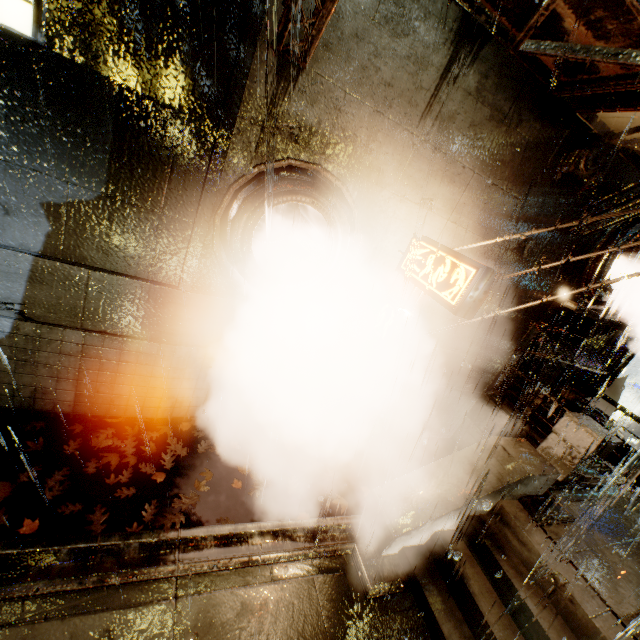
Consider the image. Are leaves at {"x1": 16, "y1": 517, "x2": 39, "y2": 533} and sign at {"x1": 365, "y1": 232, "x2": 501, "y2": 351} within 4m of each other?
no

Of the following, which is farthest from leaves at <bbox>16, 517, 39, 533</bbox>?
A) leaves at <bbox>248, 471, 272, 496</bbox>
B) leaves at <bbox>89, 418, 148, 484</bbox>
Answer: leaves at <bbox>248, 471, 272, 496</bbox>

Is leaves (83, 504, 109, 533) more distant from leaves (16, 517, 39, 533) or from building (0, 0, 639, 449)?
building (0, 0, 639, 449)

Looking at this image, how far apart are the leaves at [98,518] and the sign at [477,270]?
5.3 meters

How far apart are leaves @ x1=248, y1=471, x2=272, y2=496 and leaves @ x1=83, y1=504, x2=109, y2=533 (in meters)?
2.29

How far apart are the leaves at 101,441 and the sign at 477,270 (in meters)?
4.35

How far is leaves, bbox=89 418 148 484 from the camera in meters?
5.4

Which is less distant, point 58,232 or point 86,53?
point 86,53
